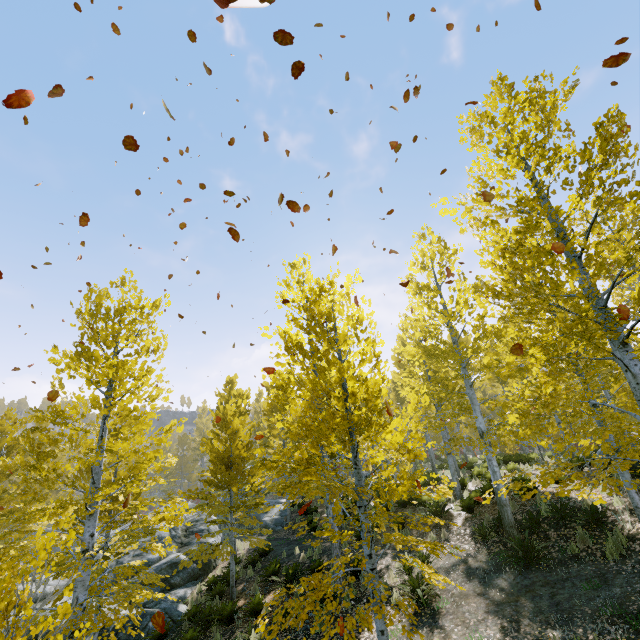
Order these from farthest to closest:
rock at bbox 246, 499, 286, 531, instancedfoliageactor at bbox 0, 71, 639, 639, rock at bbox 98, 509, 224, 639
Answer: rock at bbox 246, 499, 286, 531, rock at bbox 98, 509, 224, 639, instancedfoliageactor at bbox 0, 71, 639, 639

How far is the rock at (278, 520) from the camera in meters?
22.0 m

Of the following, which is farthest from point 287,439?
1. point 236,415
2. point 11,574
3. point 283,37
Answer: point 283,37

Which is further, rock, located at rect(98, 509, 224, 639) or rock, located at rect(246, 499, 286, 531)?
rock, located at rect(246, 499, 286, 531)

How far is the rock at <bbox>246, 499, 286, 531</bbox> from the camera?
22.0m

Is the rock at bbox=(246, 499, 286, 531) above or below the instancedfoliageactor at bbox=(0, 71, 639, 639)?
below

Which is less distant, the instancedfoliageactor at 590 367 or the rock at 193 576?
the instancedfoliageactor at 590 367
